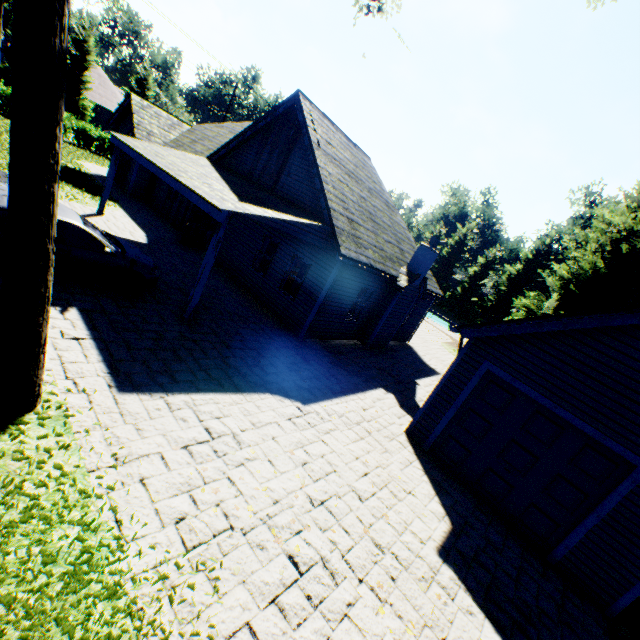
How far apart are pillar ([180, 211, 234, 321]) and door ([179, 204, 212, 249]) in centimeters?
771cm

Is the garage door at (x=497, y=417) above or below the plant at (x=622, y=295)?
below

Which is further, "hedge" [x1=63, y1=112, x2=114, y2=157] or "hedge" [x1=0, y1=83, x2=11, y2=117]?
"hedge" [x1=63, y1=112, x2=114, y2=157]

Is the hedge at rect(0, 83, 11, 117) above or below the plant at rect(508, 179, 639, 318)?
below

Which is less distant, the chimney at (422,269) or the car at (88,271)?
the car at (88,271)

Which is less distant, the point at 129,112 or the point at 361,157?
the point at 361,157

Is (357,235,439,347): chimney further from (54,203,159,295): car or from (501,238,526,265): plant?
(501,238,526,265): plant

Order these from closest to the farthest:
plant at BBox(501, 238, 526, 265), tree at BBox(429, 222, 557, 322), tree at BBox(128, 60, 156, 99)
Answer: tree at BBox(128, 60, 156, 99), tree at BBox(429, 222, 557, 322), plant at BBox(501, 238, 526, 265)
